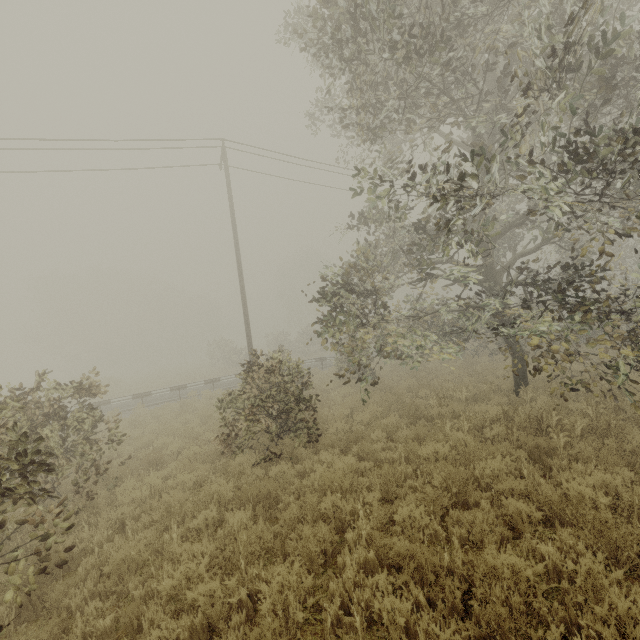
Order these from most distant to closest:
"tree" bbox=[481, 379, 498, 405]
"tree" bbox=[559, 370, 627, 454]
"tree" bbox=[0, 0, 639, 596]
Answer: "tree" bbox=[481, 379, 498, 405]
"tree" bbox=[559, 370, 627, 454]
"tree" bbox=[0, 0, 639, 596]

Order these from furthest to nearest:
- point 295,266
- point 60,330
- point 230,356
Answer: point 295,266 → point 60,330 → point 230,356

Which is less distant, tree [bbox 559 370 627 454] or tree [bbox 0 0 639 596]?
tree [bbox 0 0 639 596]

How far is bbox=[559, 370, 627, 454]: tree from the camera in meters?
6.4 m

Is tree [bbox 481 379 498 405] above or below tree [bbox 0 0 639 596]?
below

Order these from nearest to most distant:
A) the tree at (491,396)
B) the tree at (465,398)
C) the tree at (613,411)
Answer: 1. the tree at (613,411)
2. the tree at (465,398)
3. the tree at (491,396)

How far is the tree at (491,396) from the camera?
9.6 meters
